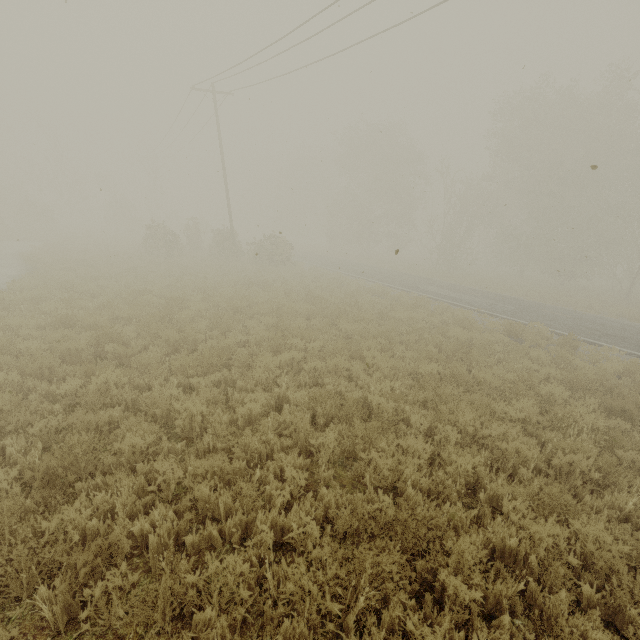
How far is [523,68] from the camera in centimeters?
709cm

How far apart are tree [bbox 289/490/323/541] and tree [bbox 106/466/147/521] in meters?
1.9 m

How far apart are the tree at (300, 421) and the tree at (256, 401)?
0.72m

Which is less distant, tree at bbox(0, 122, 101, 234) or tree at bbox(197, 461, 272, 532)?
tree at bbox(197, 461, 272, 532)

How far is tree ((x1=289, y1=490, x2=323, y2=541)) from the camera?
3.66m

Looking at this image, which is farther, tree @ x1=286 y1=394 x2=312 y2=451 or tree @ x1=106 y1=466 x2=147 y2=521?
tree @ x1=286 y1=394 x2=312 y2=451

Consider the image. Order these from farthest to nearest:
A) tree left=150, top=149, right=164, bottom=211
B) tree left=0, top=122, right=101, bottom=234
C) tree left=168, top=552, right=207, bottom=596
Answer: tree left=150, top=149, right=164, bottom=211 < tree left=0, top=122, right=101, bottom=234 < tree left=168, top=552, right=207, bottom=596

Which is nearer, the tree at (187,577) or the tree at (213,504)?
the tree at (187,577)
